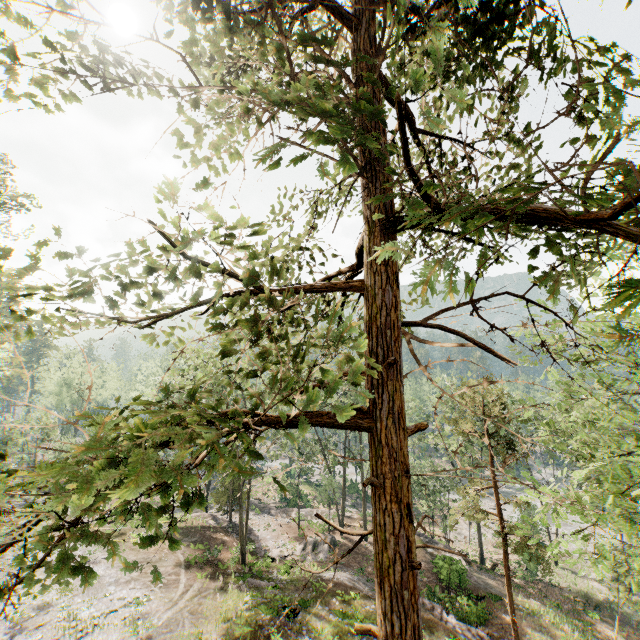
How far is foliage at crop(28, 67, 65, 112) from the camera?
3.75m

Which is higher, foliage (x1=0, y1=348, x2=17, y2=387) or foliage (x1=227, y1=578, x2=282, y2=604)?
foliage (x1=0, y1=348, x2=17, y2=387)

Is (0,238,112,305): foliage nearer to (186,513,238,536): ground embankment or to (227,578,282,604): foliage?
(186,513,238,536): ground embankment

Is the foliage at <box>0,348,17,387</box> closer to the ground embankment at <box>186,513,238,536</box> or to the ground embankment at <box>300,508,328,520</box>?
the ground embankment at <box>186,513,238,536</box>

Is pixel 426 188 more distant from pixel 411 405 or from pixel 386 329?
pixel 411 405

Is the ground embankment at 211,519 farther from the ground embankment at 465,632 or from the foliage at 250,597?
the ground embankment at 465,632

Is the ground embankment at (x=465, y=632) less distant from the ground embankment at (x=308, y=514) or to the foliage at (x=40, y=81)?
the foliage at (x=40, y=81)
